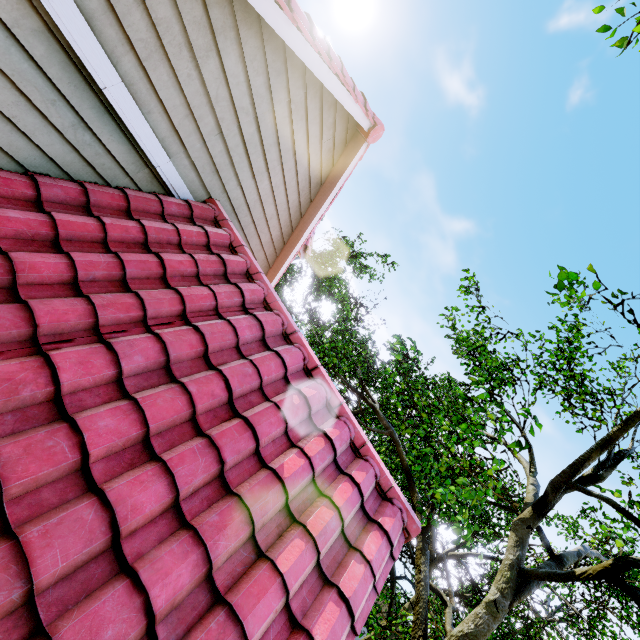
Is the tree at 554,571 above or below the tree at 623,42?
below

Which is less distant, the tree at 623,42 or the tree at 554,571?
the tree at 554,571

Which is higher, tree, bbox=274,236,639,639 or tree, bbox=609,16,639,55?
tree, bbox=609,16,639,55

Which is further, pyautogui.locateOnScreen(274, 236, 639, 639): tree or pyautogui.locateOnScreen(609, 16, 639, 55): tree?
pyautogui.locateOnScreen(609, 16, 639, 55): tree

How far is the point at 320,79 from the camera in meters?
3.9
